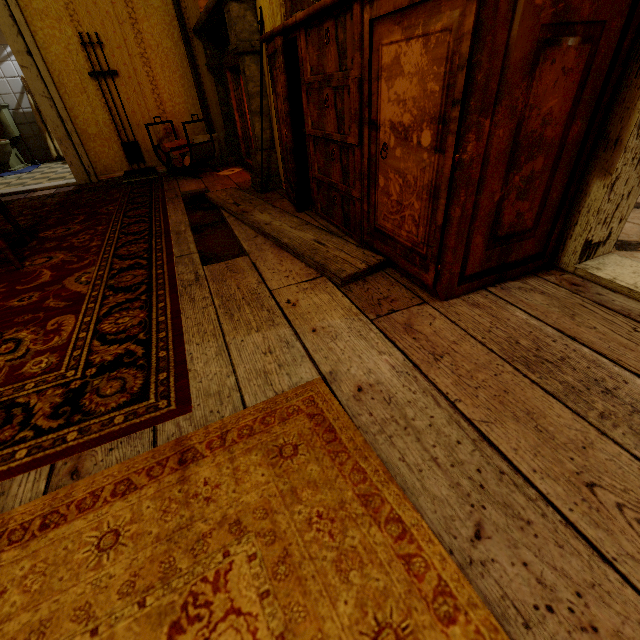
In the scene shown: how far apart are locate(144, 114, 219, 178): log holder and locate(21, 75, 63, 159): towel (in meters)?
3.04

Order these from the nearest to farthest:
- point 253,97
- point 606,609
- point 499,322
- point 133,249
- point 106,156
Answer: point 606,609 → point 499,322 → point 133,249 → point 253,97 → point 106,156

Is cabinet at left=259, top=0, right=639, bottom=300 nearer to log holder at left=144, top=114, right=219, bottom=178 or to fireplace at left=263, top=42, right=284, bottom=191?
fireplace at left=263, top=42, right=284, bottom=191

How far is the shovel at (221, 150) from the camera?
3.6m

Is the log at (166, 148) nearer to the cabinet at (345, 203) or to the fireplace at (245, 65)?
the fireplace at (245, 65)

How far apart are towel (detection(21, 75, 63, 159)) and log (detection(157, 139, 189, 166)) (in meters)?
3.03

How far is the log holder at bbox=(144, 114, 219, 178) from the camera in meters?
3.1

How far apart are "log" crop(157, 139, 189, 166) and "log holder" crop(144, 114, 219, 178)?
0.0m
